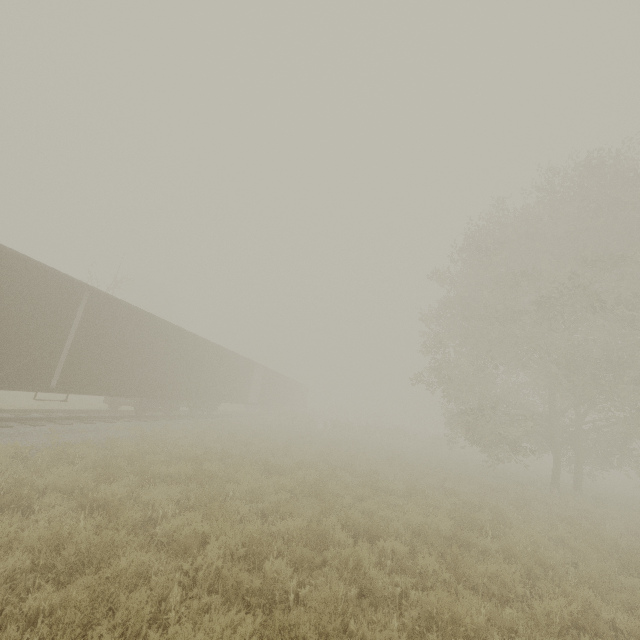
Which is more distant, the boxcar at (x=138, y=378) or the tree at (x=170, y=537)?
the boxcar at (x=138, y=378)

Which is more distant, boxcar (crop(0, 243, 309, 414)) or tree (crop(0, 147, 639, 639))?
boxcar (crop(0, 243, 309, 414))

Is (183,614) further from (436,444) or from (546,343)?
(436,444)
